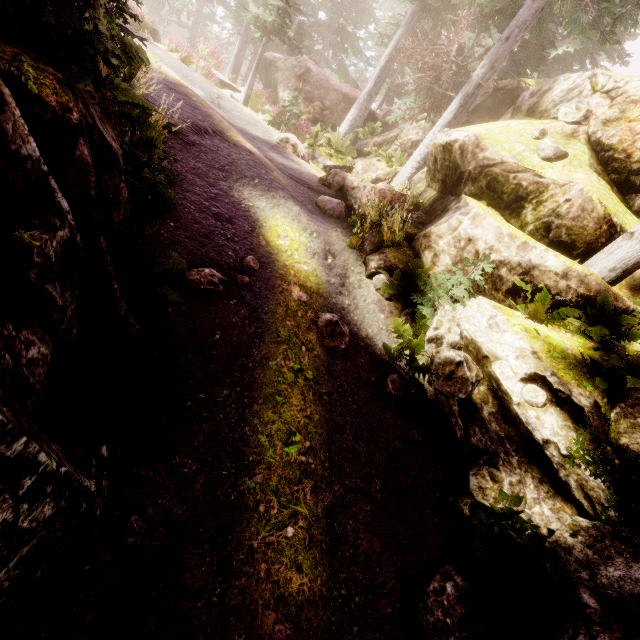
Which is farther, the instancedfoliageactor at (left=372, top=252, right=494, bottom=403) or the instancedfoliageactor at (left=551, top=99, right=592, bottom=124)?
the instancedfoliageactor at (left=551, top=99, right=592, bottom=124)

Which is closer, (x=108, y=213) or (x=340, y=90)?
(x=108, y=213)

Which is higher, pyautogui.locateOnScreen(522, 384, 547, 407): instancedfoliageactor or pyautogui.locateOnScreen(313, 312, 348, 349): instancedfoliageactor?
pyautogui.locateOnScreen(522, 384, 547, 407): instancedfoliageactor

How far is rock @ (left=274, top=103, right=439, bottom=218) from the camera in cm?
1051

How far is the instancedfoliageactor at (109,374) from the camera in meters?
3.3
